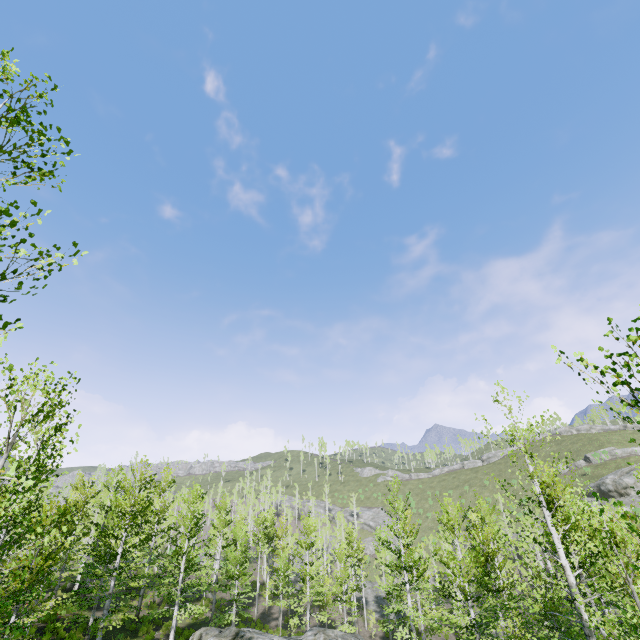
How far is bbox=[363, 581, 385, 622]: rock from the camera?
37.4m

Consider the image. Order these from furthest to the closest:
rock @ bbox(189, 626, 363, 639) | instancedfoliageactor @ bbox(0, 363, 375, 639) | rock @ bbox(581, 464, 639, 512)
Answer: rock @ bbox(581, 464, 639, 512)
rock @ bbox(189, 626, 363, 639)
instancedfoliageactor @ bbox(0, 363, 375, 639)

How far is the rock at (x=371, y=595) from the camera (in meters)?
37.44

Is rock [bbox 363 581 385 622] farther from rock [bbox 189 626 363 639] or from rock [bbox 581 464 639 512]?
A: rock [bbox 581 464 639 512]

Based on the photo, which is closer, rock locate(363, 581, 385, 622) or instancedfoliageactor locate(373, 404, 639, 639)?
instancedfoliageactor locate(373, 404, 639, 639)

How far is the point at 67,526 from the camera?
20.4m

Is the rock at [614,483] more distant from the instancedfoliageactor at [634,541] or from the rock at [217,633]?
the rock at [217,633]

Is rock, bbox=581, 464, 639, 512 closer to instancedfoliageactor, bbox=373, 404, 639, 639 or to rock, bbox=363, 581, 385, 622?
instancedfoliageactor, bbox=373, 404, 639, 639
